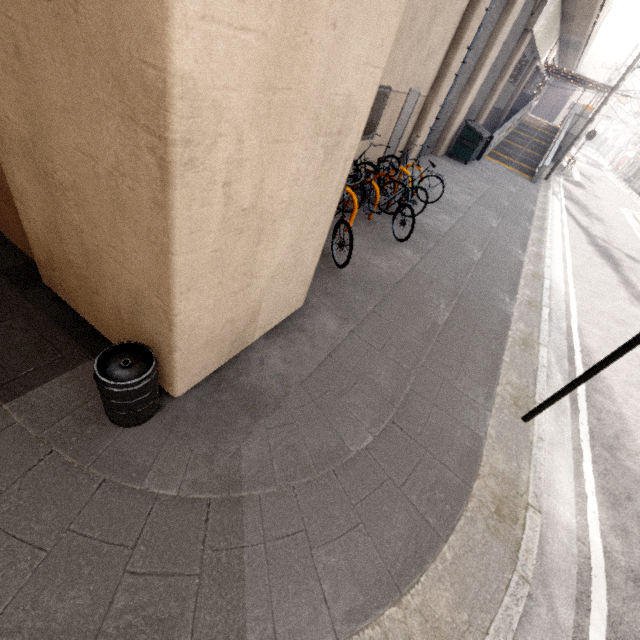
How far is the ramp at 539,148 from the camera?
17.59m

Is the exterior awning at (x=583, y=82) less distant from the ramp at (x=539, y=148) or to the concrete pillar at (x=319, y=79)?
the ramp at (x=539, y=148)

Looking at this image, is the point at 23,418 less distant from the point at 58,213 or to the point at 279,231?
the point at 58,213

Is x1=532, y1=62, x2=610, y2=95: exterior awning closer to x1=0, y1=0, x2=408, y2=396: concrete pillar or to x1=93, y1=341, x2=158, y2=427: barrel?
x1=0, y1=0, x2=408, y2=396: concrete pillar

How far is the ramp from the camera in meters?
17.6

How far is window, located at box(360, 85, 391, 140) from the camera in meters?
7.3

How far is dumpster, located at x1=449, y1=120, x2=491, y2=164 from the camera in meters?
13.6 m

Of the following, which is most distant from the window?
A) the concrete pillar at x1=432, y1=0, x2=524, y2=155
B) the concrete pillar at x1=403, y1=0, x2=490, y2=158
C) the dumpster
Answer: the dumpster
